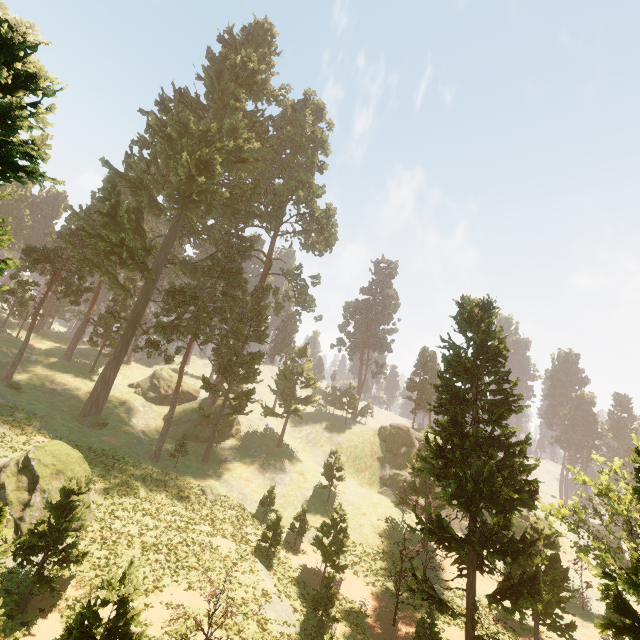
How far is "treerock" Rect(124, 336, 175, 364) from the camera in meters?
35.1

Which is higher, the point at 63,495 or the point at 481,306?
the point at 481,306

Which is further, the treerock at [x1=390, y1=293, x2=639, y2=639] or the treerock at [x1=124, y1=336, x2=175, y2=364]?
the treerock at [x1=124, y1=336, x2=175, y2=364]

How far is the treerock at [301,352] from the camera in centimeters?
5231cm

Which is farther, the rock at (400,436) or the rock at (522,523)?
the rock at (400,436)

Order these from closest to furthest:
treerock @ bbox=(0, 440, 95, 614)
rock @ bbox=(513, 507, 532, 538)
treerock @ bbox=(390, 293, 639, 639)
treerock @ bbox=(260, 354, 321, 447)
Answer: treerock @ bbox=(0, 440, 95, 614), treerock @ bbox=(390, 293, 639, 639), rock @ bbox=(513, 507, 532, 538), treerock @ bbox=(260, 354, 321, 447)
